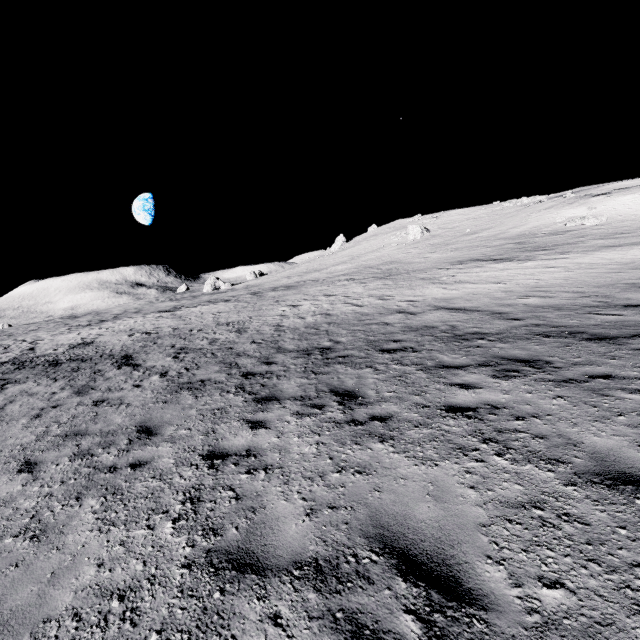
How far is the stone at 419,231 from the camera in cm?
4850

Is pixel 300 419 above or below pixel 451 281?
below

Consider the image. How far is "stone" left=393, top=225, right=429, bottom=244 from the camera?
48.5m
